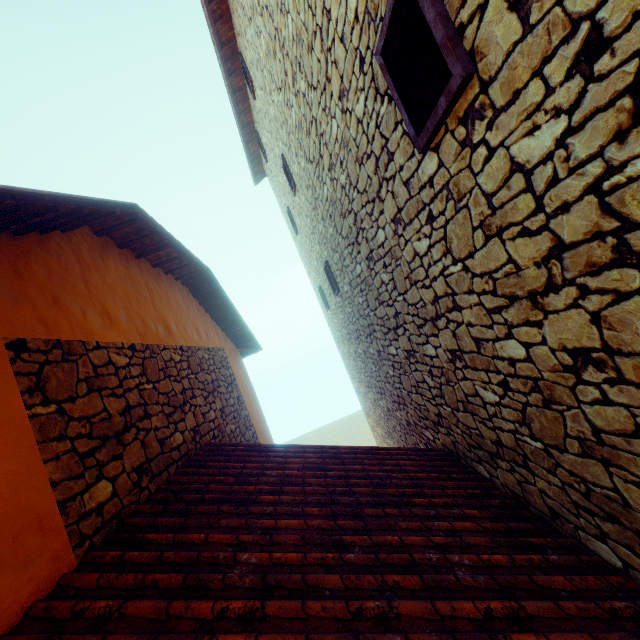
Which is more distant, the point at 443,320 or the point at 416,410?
the point at 416,410
